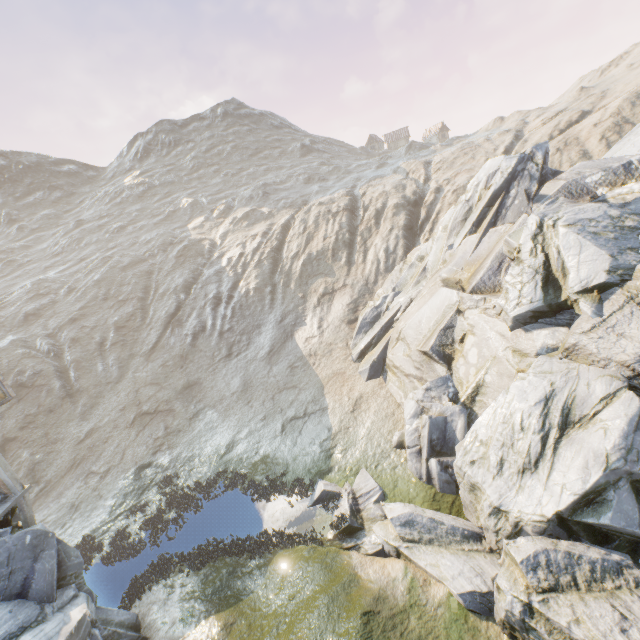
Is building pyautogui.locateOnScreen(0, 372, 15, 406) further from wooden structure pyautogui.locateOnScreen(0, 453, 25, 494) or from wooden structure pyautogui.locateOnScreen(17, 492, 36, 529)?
wooden structure pyautogui.locateOnScreen(17, 492, 36, 529)

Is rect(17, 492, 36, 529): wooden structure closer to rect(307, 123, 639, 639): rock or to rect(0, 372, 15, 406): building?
rect(307, 123, 639, 639): rock

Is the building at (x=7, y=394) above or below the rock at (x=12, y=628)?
above

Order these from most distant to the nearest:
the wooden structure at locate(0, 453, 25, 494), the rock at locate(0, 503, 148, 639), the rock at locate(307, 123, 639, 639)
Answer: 1. the wooden structure at locate(0, 453, 25, 494)
2. the rock at locate(0, 503, 148, 639)
3. the rock at locate(307, 123, 639, 639)

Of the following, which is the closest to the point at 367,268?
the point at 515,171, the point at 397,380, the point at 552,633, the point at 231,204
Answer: the point at 397,380

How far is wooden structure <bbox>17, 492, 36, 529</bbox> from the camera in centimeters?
1157cm

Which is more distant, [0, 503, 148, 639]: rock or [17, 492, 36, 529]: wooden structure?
[17, 492, 36, 529]: wooden structure

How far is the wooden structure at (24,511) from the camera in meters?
11.6 m
